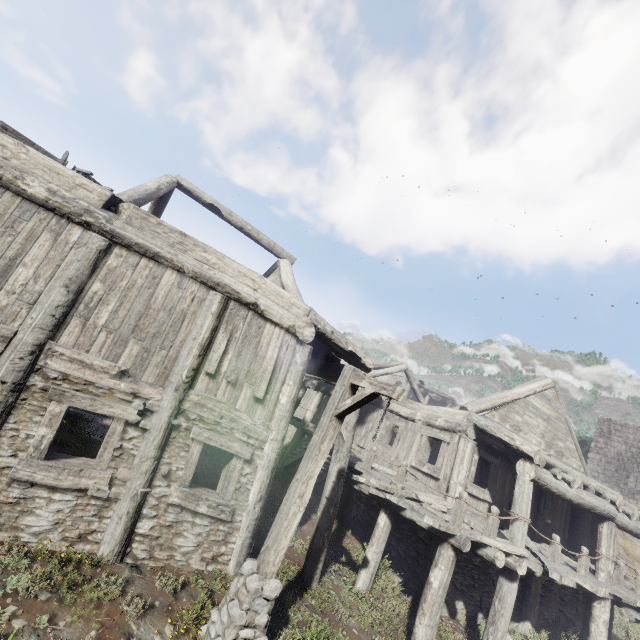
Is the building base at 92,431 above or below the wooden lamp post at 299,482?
below

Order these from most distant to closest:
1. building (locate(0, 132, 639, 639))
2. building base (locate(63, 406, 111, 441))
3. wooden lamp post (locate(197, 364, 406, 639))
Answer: building base (locate(63, 406, 111, 441))
building (locate(0, 132, 639, 639))
wooden lamp post (locate(197, 364, 406, 639))

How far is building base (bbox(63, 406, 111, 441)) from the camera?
10.3m

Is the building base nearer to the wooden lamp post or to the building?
the building

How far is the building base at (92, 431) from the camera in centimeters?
1029cm

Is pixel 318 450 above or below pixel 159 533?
above
